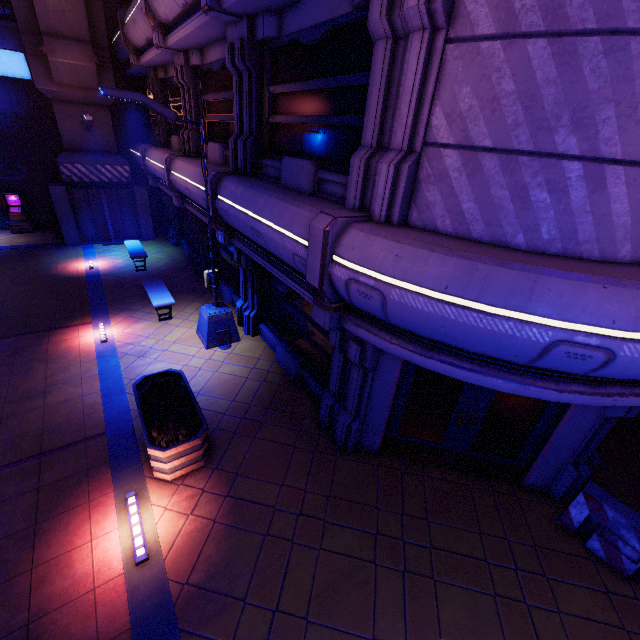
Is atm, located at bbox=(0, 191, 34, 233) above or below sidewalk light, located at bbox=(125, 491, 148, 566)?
above

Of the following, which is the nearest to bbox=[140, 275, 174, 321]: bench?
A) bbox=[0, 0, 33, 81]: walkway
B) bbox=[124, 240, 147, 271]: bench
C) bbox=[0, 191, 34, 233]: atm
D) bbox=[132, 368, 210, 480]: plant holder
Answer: bbox=[124, 240, 147, 271]: bench

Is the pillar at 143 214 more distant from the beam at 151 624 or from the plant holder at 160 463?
the plant holder at 160 463

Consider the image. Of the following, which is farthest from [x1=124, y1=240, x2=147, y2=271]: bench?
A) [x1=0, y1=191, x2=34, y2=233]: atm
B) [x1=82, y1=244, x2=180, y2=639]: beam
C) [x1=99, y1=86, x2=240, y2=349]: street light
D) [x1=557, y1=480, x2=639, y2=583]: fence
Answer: [x1=557, y1=480, x2=639, y2=583]: fence

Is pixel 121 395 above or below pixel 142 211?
below

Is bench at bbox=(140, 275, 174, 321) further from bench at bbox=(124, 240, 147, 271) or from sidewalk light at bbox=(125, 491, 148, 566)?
sidewalk light at bbox=(125, 491, 148, 566)

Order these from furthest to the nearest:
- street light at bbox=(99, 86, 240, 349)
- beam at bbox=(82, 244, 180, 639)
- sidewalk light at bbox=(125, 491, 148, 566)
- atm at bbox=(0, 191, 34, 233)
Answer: atm at bbox=(0, 191, 34, 233) < street light at bbox=(99, 86, 240, 349) < sidewalk light at bbox=(125, 491, 148, 566) < beam at bbox=(82, 244, 180, 639)

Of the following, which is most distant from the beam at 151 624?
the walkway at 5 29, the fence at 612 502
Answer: the walkway at 5 29
